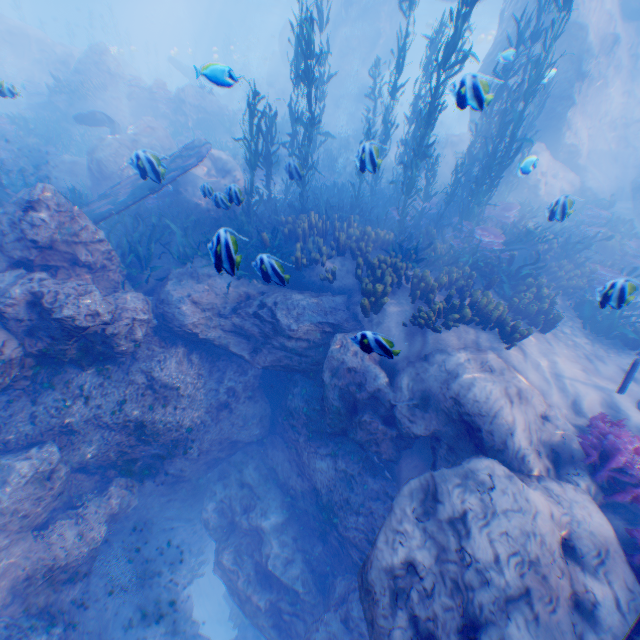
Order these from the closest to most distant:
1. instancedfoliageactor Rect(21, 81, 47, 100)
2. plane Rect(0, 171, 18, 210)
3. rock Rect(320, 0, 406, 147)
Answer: plane Rect(0, 171, 18, 210) → instancedfoliageactor Rect(21, 81, 47, 100) → rock Rect(320, 0, 406, 147)

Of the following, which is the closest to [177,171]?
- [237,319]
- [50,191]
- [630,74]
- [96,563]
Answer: [50,191]

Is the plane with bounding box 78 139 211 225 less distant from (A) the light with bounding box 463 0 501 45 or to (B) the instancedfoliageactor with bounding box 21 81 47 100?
(B) the instancedfoliageactor with bounding box 21 81 47 100

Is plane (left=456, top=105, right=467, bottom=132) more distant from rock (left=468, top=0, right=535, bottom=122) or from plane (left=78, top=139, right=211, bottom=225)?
plane (left=78, top=139, right=211, bottom=225)

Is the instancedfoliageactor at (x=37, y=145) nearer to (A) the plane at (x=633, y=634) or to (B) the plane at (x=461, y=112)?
(A) the plane at (x=633, y=634)

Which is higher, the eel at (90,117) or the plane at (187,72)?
the plane at (187,72)

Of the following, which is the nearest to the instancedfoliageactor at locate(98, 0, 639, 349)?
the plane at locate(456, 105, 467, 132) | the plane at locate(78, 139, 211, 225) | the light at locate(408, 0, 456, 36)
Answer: the plane at locate(78, 139, 211, 225)

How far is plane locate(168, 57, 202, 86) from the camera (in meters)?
28.85
